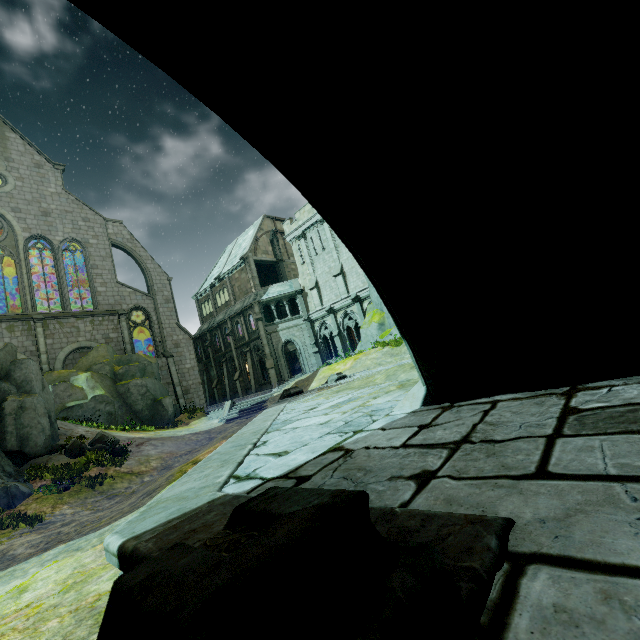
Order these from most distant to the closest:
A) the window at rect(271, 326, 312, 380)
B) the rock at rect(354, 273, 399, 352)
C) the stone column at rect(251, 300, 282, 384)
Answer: the window at rect(271, 326, 312, 380), the stone column at rect(251, 300, 282, 384), the rock at rect(354, 273, 399, 352)

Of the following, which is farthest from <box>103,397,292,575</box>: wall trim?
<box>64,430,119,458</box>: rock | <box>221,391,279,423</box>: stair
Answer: <box>64,430,119,458</box>: rock

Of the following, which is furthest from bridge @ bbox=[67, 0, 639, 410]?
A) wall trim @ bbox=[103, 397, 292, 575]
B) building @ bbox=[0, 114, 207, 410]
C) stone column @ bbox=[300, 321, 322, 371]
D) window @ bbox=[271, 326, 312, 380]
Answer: window @ bbox=[271, 326, 312, 380]

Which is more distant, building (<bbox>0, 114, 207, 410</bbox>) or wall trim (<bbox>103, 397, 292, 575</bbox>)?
building (<bbox>0, 114, 207, 410</bbox>)

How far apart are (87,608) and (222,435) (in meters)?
13.56

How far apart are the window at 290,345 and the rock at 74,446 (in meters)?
16.55

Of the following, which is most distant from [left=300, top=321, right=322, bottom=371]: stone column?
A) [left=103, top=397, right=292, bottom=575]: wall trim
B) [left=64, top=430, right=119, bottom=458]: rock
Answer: [left=64, top=430, right=119, bottom=458]: rock

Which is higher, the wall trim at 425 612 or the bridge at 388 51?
the bridge at 388 51
